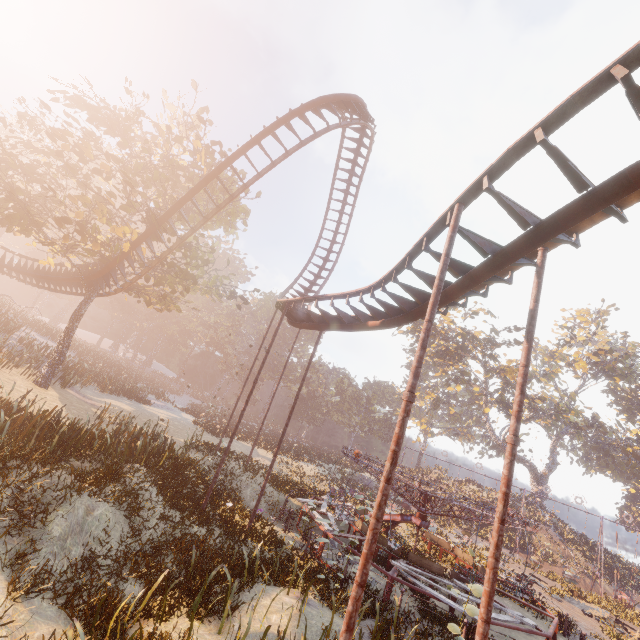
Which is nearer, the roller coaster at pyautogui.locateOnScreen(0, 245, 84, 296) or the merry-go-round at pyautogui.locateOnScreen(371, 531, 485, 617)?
the merry-go-round at pyautogui.locateOnScreen(371, 531, 485, 617)

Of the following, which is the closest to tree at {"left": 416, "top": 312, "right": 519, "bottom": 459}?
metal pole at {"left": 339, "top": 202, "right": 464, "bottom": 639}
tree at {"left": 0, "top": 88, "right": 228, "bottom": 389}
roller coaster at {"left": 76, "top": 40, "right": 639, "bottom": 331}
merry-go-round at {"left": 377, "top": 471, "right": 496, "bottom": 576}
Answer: merry-go-round at {"left": 377, "top": 471, "right": 496, "bottom": 576}

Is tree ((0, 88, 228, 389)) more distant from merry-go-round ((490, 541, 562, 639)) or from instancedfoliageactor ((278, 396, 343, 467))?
instancedfoliageactor ((278, 396, 343, 467))

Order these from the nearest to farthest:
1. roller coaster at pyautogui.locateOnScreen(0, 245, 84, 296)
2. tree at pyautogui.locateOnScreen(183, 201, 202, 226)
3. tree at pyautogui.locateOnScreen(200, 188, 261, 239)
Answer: tree at pyautogui.locateOnScreen(183, 201, 202, 226), tree at pyautogui.locateOnScreen(200, 188, 261, 239), roller coaster at pyautogui.locateOnScreen(0, 245, 84, 296)

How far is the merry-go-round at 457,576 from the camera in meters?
11.1 m

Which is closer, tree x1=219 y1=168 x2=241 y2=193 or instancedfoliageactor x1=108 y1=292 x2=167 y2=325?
tree x1=219 y1=168 x2=241 y2=193

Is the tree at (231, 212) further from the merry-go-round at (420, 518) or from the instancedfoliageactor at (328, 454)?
the instancedfoliageactor at (328, 454)

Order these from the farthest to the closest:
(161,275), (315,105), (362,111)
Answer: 1. (161,275)
2. (362,111)
3. (315,105)
